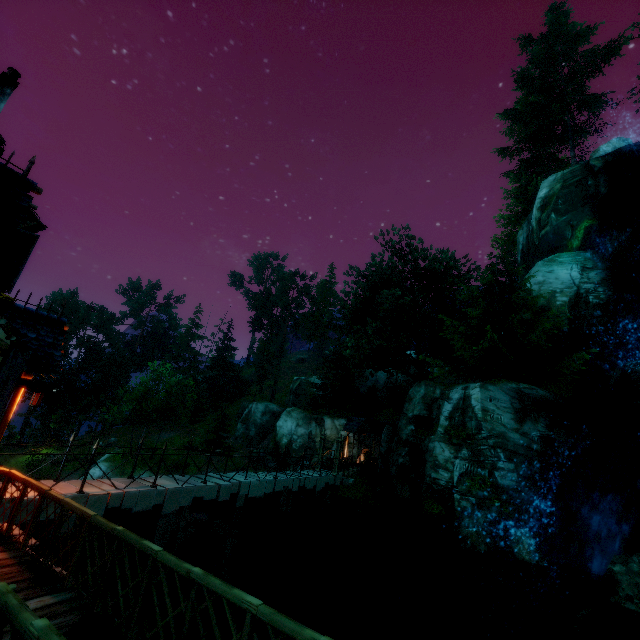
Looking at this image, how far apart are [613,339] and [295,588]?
21.49m

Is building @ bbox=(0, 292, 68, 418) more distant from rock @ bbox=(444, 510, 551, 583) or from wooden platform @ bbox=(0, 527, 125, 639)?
rock @ bbox=(444, 510, 551, 583)

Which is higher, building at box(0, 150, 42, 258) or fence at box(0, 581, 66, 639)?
building at box(0, 150, 42, 258)

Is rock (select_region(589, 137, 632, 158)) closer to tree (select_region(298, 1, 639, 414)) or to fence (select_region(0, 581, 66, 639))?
tree (select_region(298, 1, 639, 414))

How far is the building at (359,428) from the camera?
30.45m

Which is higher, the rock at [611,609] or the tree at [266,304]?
the tree at [266,304]

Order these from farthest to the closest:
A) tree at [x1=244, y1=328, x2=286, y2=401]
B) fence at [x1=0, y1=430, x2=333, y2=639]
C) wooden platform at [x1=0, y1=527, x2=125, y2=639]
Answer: tree at [x1=244, y1=328, x2=286, y2=401] < wooden platform at [x1=0, y1=527, x2=125, y2=639] < fence at [x1=0, y1=430, x2=333, y2=639]

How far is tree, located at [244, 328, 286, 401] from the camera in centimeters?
5412cm
